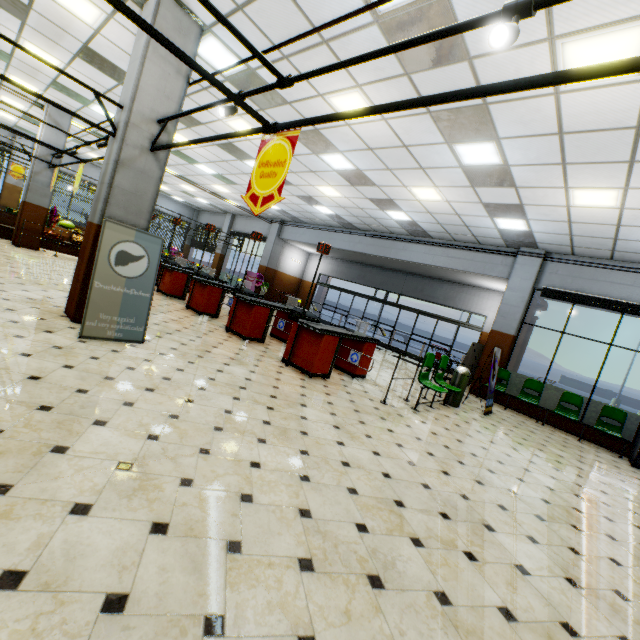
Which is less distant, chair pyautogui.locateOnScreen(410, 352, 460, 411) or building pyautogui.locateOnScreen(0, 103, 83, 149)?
chair pyautogui.locateOnScreen(410, 352, 460, 411)

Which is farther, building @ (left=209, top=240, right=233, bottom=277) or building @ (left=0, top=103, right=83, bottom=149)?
building @ (left=209, top=240, right=233, bottom=277)

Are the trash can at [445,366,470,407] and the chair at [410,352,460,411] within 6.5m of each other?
yes

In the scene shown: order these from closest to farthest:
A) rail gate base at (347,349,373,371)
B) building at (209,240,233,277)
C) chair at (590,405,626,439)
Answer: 1. rail gate base at (347,349,373,371)
2. chair at (590,405,626,439)
3. building at (209,240,233,277)

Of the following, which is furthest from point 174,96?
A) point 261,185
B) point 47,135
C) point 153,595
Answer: point 47,135

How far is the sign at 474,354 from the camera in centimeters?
1165cm

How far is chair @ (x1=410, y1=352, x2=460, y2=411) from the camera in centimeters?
622cm

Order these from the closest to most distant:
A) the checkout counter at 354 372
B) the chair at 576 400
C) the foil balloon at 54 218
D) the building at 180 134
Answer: the building at 180 134 < the checkout counter at 354 372 < the chair at 576 400 < the foil balloon at 54 218
